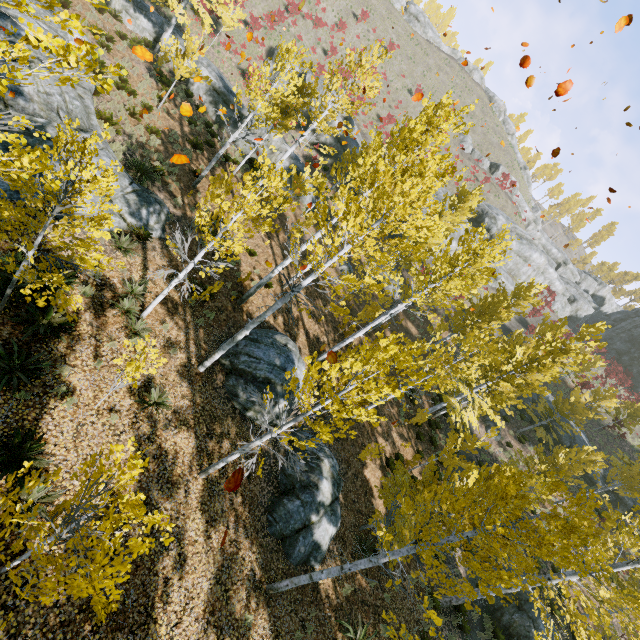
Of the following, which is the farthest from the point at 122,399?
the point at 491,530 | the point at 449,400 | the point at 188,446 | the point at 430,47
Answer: the point at 430,47

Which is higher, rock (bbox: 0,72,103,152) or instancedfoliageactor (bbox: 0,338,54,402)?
rock (bbox: 0,72,103,152)

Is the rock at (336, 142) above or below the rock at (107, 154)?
above

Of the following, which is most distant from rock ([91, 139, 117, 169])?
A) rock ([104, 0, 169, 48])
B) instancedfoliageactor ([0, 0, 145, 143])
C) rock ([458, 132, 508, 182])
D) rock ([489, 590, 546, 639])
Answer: rock ([458, 132, 508, 182])

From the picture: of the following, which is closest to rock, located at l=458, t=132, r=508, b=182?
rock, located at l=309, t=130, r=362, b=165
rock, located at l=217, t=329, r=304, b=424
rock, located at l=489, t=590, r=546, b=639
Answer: rock, located at l=309, t=130, r=362, b=165

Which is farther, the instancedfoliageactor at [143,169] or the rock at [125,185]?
the instancedfoliageactor at [143,169]

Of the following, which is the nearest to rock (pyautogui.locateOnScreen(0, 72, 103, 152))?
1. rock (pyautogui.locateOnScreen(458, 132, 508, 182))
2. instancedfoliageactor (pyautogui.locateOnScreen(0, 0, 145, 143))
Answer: instancedfoliageactor (pyautogui.locateOnScreen(0, 0, 145, 143))

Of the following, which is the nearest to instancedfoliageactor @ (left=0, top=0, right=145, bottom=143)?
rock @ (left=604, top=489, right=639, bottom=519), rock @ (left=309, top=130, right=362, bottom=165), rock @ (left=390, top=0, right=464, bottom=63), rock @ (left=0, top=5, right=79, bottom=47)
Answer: A: rock @ (left=0, top=5, right=79, bottom=47)
